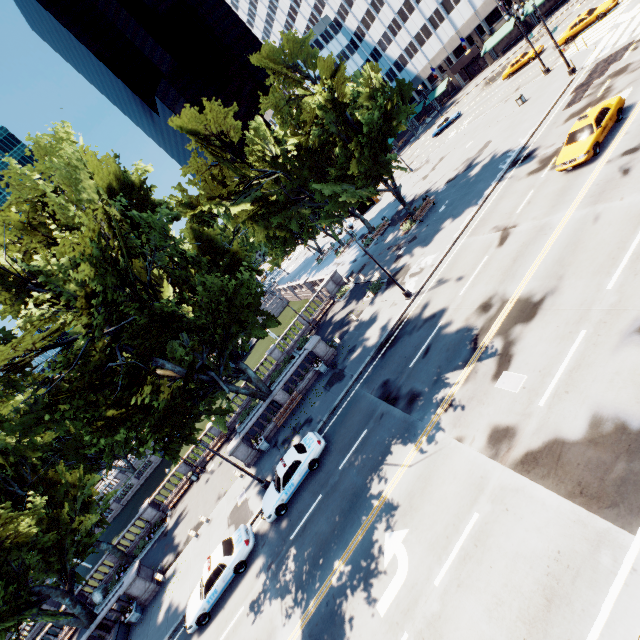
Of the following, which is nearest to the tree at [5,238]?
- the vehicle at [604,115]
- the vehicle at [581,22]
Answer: the vehicle at [604,115]

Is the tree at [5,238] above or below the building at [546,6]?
above

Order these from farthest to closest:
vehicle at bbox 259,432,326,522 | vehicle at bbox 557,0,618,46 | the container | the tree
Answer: vehicle at bbox 557,0,618,46, the container, vehicle at bbox 259,432,326,522, the tree

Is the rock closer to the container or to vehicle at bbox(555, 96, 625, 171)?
the container

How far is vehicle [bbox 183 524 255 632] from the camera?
16.7 meters

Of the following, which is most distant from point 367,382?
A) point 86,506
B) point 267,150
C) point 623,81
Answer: point 86,506

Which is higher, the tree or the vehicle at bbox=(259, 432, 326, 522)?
the tree

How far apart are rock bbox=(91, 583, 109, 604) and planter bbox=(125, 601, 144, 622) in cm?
1073
